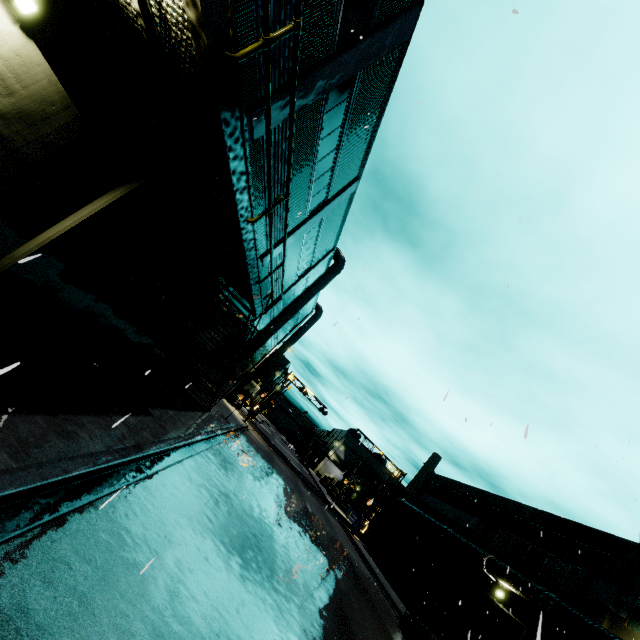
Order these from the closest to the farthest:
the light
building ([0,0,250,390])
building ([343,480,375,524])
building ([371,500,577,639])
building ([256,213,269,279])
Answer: the light → building ([0,0,250,390]) → building ([256,213,269,279]) → building ([371,500,577,639]) → building ([343,480,375,524])

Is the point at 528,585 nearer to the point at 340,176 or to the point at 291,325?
the point at 340,176

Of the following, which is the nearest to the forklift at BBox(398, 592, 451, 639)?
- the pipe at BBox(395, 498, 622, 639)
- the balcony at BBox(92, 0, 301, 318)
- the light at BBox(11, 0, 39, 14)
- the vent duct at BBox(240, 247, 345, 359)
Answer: the vent duct at BBox(240, 247, 345, 359)

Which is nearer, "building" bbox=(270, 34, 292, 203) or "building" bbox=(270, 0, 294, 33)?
"building" bbox=(270, 0, 294, 33)

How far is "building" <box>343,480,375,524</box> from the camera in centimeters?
5095cm

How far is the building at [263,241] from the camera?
13.5 meters

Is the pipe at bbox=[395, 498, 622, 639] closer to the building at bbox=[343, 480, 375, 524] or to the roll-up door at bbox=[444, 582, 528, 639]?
the building at bbox=[343, 480, 375, 524]

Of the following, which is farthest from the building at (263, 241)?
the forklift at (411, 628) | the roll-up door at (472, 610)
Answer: the forklift at (411, 628)
